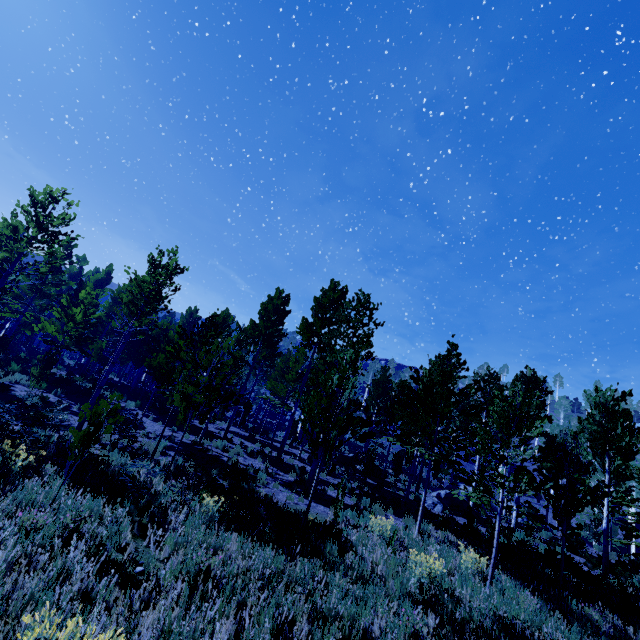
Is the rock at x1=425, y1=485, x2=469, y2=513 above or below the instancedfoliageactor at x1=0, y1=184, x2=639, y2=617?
below

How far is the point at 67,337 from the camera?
19.0 meters

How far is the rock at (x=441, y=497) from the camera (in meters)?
16.55

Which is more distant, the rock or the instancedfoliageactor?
the rock

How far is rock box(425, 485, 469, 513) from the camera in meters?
16.5

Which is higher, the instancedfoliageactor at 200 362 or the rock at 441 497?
the instancedfoliageactor at 200 362
